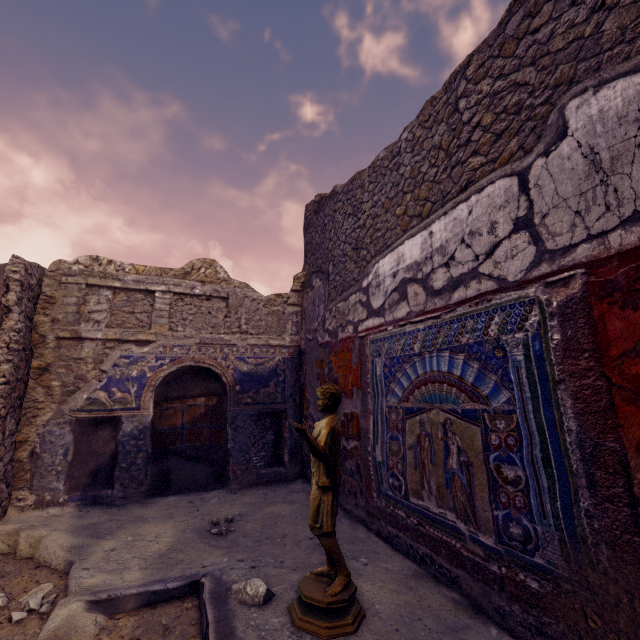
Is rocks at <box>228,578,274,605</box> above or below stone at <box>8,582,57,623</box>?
above

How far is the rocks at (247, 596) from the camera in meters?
1.8 m

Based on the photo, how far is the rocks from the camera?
1.8m

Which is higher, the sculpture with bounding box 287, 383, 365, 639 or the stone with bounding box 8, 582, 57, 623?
the sculpture with bounding box 287, 383, 365, 639

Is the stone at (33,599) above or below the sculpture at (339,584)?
below

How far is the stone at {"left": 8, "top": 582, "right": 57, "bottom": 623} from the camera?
1.93m

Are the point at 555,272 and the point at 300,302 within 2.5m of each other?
no
